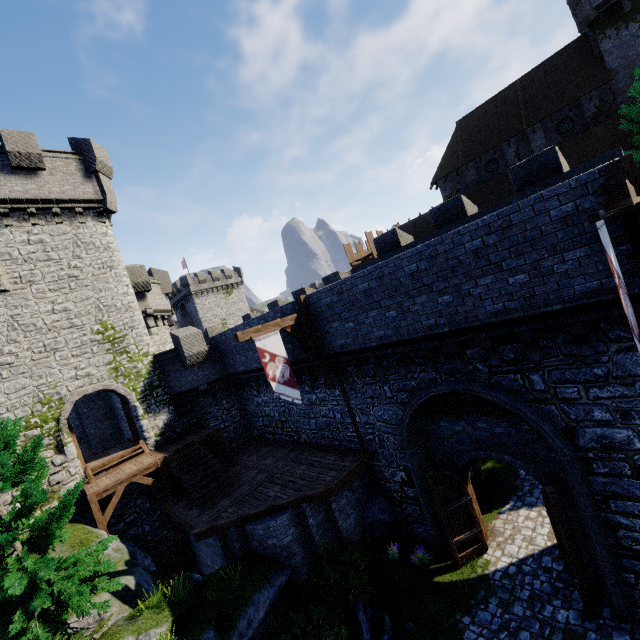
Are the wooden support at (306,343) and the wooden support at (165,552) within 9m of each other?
no

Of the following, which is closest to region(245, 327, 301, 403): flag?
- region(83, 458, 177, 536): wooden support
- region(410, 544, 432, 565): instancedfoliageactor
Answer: region(410, 544, 432, 565): instancedfoliageactor

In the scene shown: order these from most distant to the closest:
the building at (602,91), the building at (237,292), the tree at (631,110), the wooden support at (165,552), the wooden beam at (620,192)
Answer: the building at (237,292)
the building at (602,91)
the tree at (631,110)
the wooden support at (165,552)
the wooden beam at (620,192)

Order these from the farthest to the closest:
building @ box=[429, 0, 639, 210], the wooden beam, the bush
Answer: building @ box=[429, 0, 639, 210] → the bush → the wooden beam

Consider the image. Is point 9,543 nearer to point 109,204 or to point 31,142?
point 109,204

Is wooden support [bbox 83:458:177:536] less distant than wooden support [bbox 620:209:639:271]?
No

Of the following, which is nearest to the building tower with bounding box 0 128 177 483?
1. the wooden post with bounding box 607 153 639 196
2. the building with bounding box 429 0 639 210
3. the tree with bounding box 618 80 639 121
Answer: the wooden post with bounding box 607 153 639 196

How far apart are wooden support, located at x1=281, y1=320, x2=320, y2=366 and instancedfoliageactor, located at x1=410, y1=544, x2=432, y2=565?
7.71m
